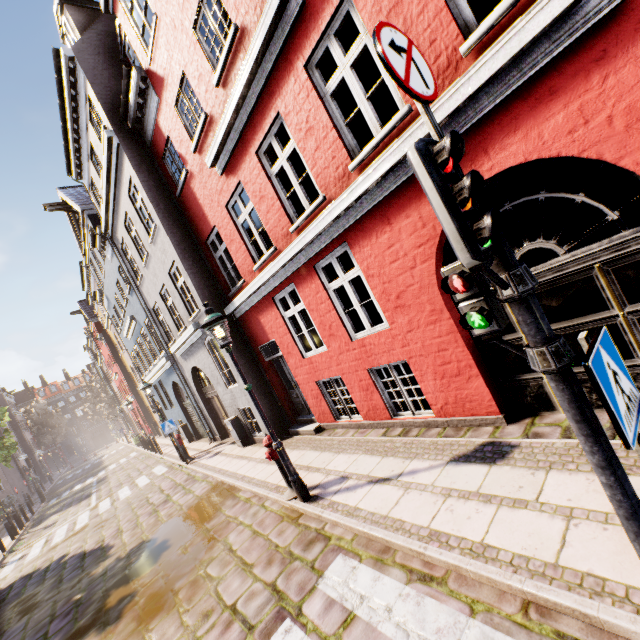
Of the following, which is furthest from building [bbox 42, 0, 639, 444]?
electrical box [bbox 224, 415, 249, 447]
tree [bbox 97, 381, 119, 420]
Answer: tree [bbox 97, 381, 119, 420]

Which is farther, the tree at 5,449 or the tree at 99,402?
the tree at 99,402

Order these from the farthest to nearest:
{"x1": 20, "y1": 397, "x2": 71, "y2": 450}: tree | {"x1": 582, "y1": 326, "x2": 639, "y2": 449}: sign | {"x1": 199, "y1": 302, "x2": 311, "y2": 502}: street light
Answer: {"x1": 20, "y1": 397, "x2": 71, "y2": 450}: tree → {"x1": 199, "y1": 302, "x2": 311, "y2": 502}: street light → {"x1": 582, "y1": 326, "x2": 639, "y2": 449}: sign

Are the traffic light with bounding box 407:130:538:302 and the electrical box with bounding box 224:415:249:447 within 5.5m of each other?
no

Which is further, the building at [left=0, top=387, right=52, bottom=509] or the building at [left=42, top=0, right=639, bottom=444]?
the building at [left=0, top=387, right=52, bottom=509]

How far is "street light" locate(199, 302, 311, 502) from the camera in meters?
5.5 m

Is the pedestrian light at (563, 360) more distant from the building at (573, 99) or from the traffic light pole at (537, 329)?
the building at (573, 99)

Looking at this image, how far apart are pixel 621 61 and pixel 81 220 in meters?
20.5
